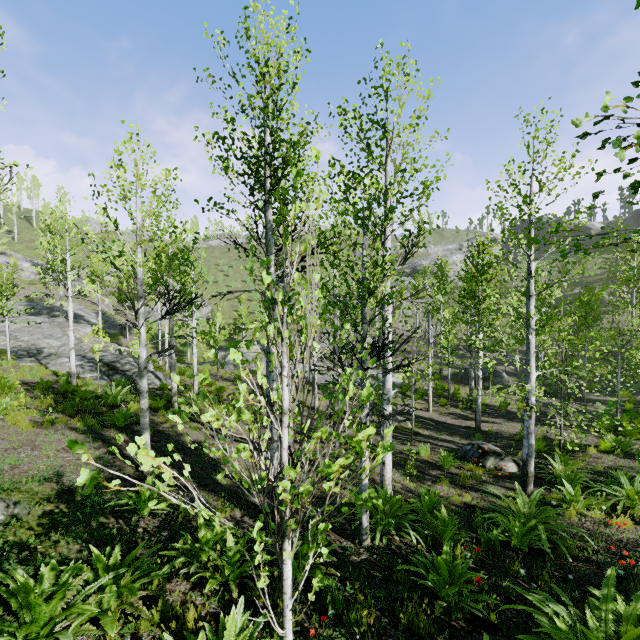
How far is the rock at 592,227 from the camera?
57.4 meters

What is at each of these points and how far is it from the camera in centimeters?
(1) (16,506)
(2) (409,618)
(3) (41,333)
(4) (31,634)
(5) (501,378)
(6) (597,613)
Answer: (1) rock, 477cm
(2) instancedfoliageactor, 372cm
(3) rock, 2408cm
(4) instancedfoliageactor, 279cm
(5) rock, 2589cm
(6) instancedfoliageactor, 378cm

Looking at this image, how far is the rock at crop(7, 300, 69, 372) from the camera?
17.8m

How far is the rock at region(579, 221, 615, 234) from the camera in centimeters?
5738cm

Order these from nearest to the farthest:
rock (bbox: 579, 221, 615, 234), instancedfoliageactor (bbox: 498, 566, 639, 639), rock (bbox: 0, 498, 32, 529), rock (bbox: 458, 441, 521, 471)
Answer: instancedfoliageactor (bbox: 498, 566, 639, 639) < rock (bbox: 0, 498, 32, 529) < rock (bbox: 458, 441, 521, 471) < rock (bbox: 579, 221, 615, 234)

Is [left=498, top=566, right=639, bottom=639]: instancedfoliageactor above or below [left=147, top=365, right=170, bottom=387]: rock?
above

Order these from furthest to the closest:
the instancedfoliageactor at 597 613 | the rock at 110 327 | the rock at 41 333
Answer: the rock at 110 327
the rock at 41 333
the instancedfoliageactor at 597 613

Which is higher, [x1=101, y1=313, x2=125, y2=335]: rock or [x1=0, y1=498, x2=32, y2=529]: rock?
[x1=101, y1=313, x2=125, y2=335]: rock
